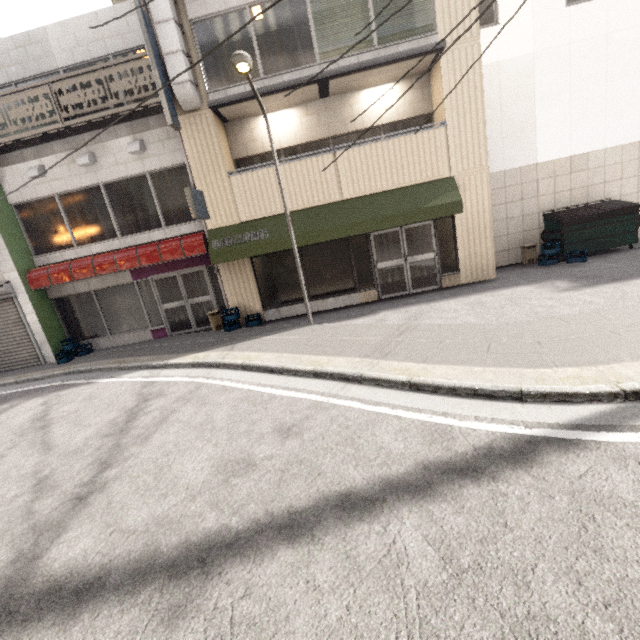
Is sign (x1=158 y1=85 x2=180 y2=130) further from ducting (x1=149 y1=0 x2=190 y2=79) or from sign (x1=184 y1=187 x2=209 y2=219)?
sign (x1=184 y1=187 x2=209 y2=219)

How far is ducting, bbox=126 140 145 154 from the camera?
9.0 meters

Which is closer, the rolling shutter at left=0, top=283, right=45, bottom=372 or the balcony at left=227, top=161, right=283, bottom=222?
the balcony at left=227, top=161, right=283, bottom=222

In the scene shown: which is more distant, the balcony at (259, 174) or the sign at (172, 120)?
the balcony at (259, 174)

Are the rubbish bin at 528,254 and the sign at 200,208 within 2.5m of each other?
no

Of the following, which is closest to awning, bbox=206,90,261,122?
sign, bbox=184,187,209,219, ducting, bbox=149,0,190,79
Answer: ducting, bbox=149,0,190,79

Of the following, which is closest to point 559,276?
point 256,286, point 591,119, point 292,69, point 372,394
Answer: point 591,119

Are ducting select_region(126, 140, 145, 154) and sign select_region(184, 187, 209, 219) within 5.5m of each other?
yes
